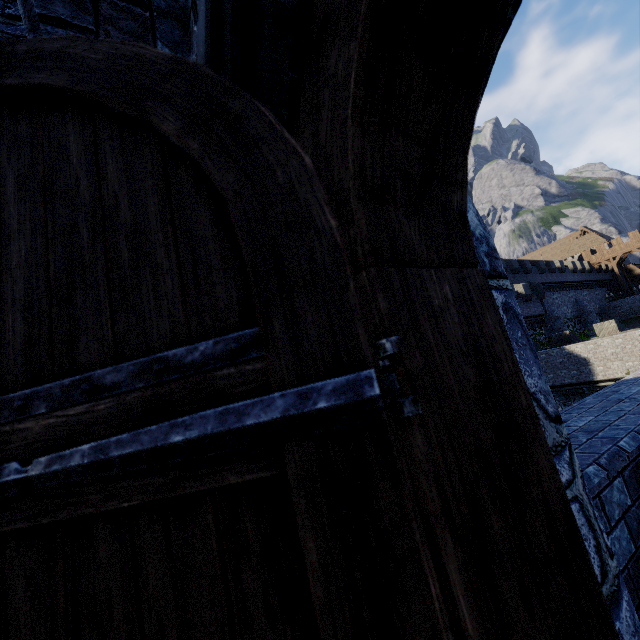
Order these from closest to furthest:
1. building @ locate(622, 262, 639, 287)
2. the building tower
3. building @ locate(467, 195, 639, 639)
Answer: building @ locate(467, 195, 639, 639)
the building tower
building @ locate(622, 262, 639, 287)

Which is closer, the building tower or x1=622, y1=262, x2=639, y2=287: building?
the building tower

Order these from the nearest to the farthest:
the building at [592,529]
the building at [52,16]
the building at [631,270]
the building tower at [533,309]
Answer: the building at [52,16]
the building at [592,529]
the building tower at [533,309]
the building at [631,270]

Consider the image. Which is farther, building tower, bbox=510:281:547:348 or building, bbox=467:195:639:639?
building tower, bbox=510:281:547:348

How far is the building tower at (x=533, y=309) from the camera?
32.4 meters

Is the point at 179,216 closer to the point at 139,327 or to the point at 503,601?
the point at 139,327

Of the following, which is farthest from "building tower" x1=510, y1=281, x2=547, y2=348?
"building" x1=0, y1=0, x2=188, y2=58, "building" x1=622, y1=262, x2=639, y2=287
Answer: "building" x1=622, y1=262, x2=639, y2=287

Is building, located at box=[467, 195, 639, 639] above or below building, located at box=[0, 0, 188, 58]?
below
